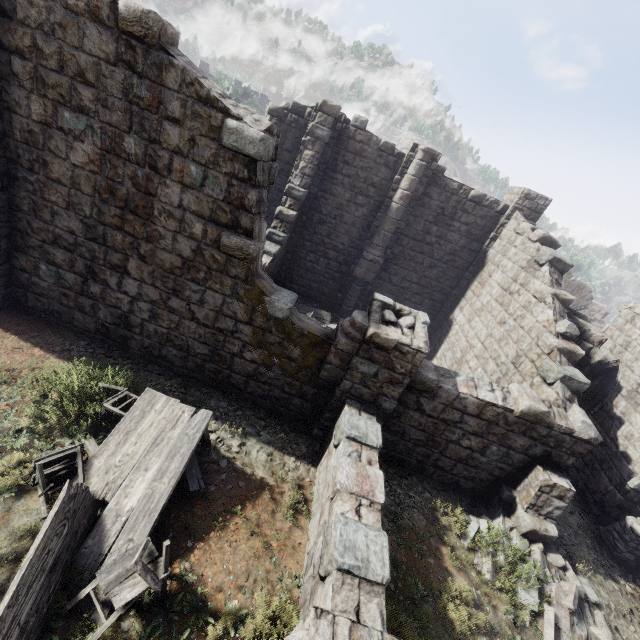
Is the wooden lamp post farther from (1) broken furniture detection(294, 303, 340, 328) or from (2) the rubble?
(1) broken furniture detection(294, 303, 340, 328)

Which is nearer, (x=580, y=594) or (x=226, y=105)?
(x=226, y=105)

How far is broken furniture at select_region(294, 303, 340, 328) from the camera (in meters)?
13.50

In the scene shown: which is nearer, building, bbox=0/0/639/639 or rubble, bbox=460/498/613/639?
building, bbox=0/0/639/639

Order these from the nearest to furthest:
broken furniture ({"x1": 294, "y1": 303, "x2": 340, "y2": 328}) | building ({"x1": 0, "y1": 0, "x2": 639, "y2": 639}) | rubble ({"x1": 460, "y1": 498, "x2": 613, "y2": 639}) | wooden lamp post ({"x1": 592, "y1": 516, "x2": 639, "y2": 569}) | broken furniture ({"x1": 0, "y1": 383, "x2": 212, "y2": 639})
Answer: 1. broken furniture ({"x1": 0, "y1": 383, "x2": 212, "y2": 639})
2. building ({"x1": 0, "y1": 0, "x2": 639, "y2": 639})
3. rubble ({"x1": 460, "y1": 498, "x2": 613, "y2": 639})
4. wooden lamp post ({"x1": 592, "y1": 516, "x2": 639, "y2": 569})
5. broken furniture ({"x1": 294, "y1": 303, "x2": 340, "y2": 328})

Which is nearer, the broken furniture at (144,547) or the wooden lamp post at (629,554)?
the broken furniture at (144,547)

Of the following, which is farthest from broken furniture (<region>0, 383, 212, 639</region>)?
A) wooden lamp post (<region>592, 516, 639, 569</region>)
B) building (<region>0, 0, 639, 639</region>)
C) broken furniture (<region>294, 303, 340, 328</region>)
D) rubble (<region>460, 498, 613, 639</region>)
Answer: wooden lamp post (<region>592, 516, 639, 569</region>)

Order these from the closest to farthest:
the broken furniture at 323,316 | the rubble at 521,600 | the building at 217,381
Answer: the building at 217,381, the rubble at 521,600, the broken furniture at 323,316
